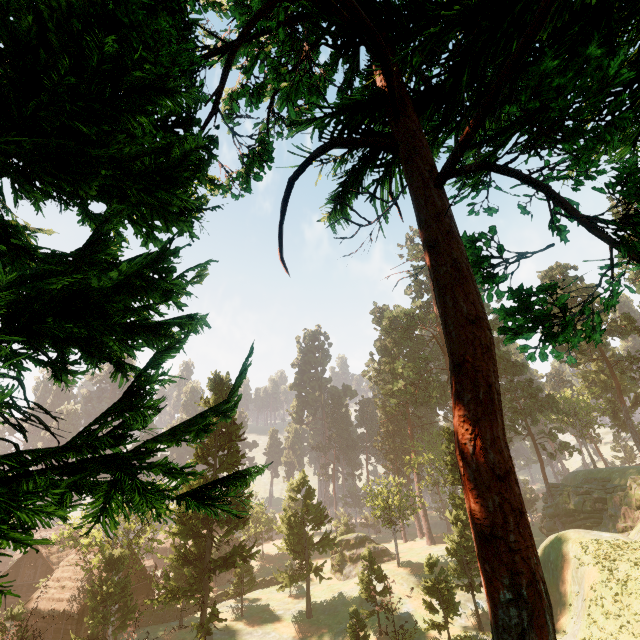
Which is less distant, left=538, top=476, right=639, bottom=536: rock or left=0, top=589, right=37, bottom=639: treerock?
left=0, top=589, right=37, bottom=639: treerock

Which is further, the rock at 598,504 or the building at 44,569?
the rock at 598,504

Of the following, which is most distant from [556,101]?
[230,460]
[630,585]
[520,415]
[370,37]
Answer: [520,415]

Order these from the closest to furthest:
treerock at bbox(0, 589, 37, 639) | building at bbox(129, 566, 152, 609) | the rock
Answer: treerock at bbox(0, 589, 37, 639) < the rock < building at bbox(129, 566, 152, 609)

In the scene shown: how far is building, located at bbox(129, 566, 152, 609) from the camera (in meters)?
35.40

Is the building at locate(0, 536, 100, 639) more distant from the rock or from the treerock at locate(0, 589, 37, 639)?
the rock

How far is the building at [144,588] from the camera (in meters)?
35.40

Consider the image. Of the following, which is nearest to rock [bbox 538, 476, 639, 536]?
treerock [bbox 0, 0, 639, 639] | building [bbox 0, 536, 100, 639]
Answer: treerock [bbox 0, 0, 639, 639]
